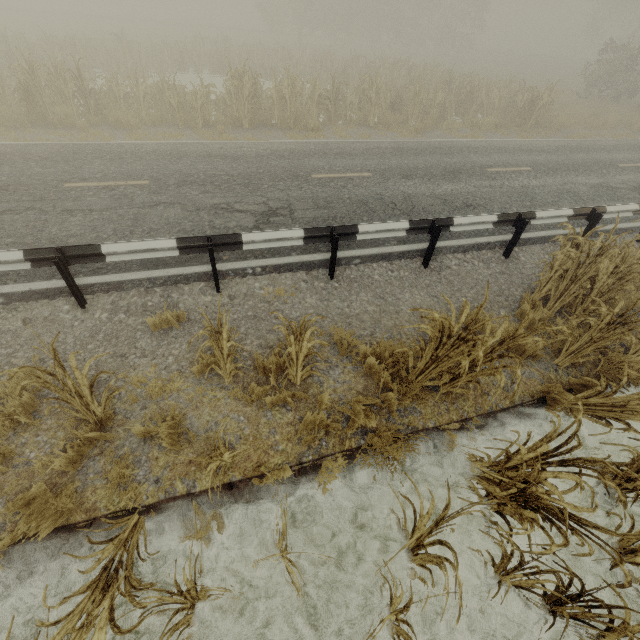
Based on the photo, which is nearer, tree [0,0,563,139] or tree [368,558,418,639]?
tree [368,558,418,639]

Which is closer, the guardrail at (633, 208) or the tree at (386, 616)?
the tree at (386, 616)

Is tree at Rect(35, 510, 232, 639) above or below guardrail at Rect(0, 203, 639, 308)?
below

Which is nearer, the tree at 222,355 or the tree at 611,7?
the tree at 222,355

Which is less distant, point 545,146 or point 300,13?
point 545,146

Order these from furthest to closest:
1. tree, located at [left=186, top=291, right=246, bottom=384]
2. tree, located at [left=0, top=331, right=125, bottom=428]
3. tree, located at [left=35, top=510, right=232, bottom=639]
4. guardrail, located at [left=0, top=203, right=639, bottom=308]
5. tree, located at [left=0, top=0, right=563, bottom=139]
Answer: tree, located at [left=0, top=0, right=563, bottom=139]
guardrail, located at [left=0, top=203, right=639, bottom=308]
tree, located at [left=186, top=291, right=246, bottom=384]
tree, located at [left=0, top=331, right=125, bottom=428]
tree, located at [left=35, top=510, right=232, bottom=639]
